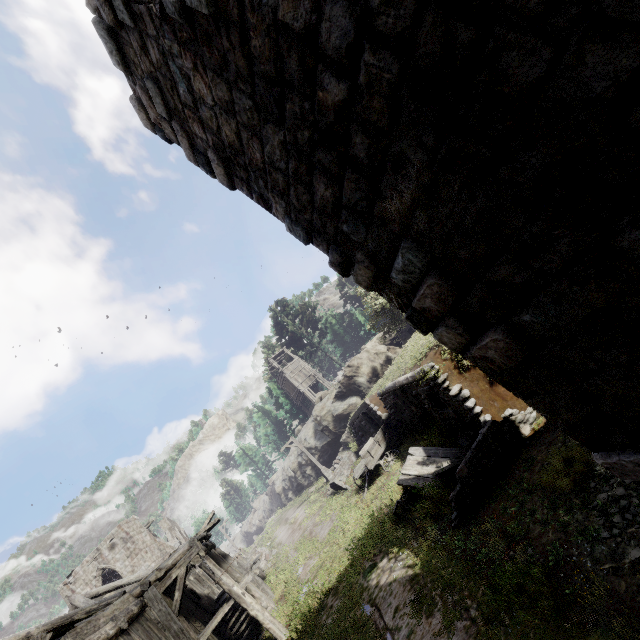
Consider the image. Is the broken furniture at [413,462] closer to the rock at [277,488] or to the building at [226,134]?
the building at [226,134]

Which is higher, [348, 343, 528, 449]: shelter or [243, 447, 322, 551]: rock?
[243, 447, 322, 551]: rock

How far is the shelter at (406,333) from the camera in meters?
30.2

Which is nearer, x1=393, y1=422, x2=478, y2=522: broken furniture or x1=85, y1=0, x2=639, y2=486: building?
x1=85, y1=0, x2=639, y2=486: building

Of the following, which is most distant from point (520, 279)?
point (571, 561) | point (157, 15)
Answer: point (571, 561)

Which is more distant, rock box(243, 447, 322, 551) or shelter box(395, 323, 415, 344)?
rock box(243, 447, 322, 551)

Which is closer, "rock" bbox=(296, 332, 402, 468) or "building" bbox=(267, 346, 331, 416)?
"rock" bbox=(296, 332, 402, 468)
